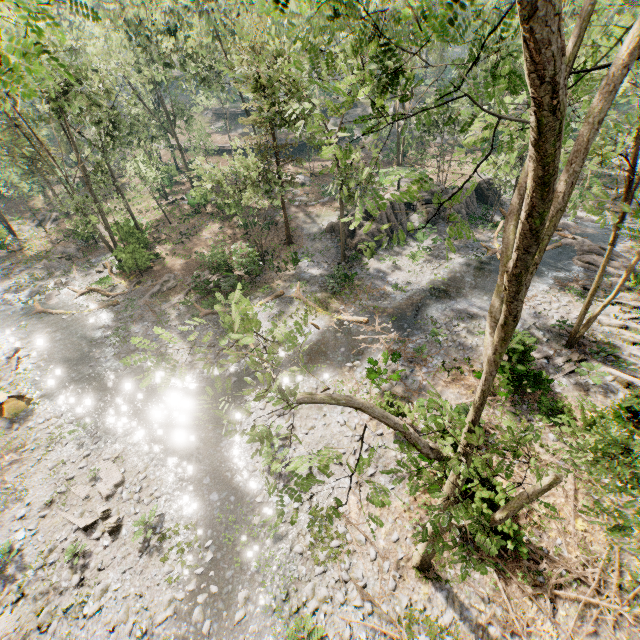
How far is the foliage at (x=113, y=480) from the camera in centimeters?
1397cm

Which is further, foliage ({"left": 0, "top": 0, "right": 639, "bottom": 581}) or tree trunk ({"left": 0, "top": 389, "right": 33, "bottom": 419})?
tree trunk ({"left": 0, "top": 389, "right": 33, "bottom": 419})

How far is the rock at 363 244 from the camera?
28.1 meters

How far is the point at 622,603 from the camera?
10.4m

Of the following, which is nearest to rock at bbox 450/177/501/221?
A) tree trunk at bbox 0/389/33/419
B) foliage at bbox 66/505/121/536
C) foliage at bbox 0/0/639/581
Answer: foliage at bbox 0/0/639/581

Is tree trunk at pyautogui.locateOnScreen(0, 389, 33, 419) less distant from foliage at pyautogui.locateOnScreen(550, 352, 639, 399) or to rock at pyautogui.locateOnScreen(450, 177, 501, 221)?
foliage at pyautogui.locateOnScreen(550, 352, 639, 399)

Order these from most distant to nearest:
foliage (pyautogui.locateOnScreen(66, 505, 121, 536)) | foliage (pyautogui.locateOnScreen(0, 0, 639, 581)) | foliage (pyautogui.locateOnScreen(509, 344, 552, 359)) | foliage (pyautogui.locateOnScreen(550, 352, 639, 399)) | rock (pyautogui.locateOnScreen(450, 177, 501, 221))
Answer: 1. rock (pyautogui.locateOnScreen(450, 177, 501, 221))
2. foliage (pyautogui.locateOnScreen(550, 352, 639, 399))
3. foliage (pyautogui.locateOnScreen(509, 344, 552, 359))
4. foliage (pyautogui.locateOnScreen(66, 505, 121, 536))
5. foliage (pyautogui.locateOnScreen(0, 0, 639, 581))
